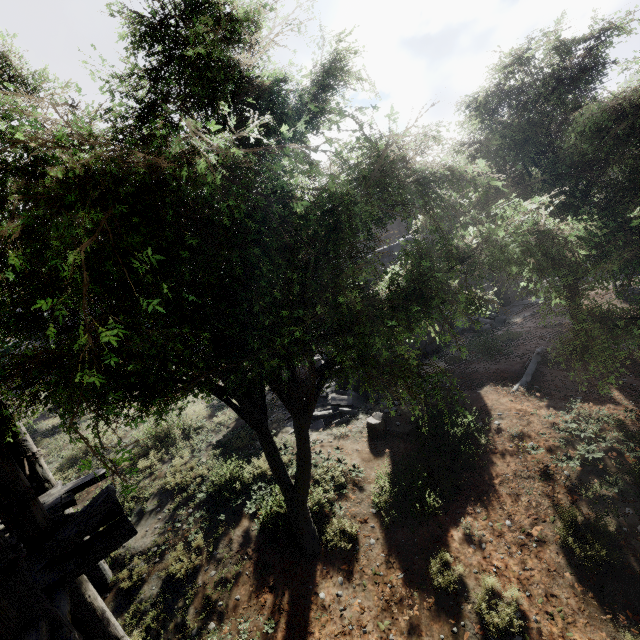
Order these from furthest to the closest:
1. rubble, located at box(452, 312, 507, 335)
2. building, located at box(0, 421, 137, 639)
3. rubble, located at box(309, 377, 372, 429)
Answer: rubble, located at box(452, 312, 507, 335) < rubble, located at box(309, 377, 372, 429) < building, located at box(0, 421, 137, 639)

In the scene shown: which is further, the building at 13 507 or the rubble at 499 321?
the rubble at 499 321

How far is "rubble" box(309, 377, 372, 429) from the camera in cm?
1037

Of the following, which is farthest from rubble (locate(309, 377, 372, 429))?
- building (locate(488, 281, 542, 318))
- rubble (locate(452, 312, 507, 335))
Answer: rubble (locate(452, 312, 507, 335))

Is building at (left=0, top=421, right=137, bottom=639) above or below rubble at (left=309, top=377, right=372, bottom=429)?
above

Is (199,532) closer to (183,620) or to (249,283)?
(183,620)

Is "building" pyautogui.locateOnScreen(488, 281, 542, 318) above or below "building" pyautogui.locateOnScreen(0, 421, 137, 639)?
below

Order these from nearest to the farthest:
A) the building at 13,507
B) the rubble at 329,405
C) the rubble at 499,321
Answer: the building at 13,507 < the rubble at 329,405 < the rubble at 499,321
